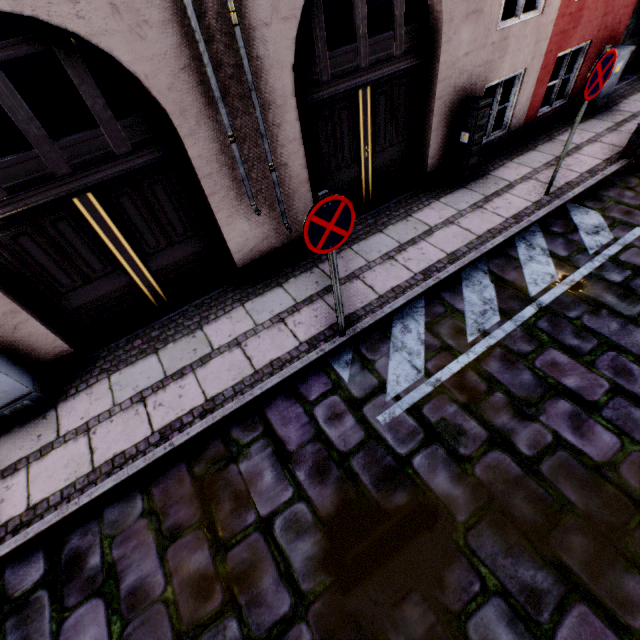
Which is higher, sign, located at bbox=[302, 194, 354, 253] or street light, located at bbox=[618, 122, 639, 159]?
sign, located at bbox=[302, 194, 354, 253]

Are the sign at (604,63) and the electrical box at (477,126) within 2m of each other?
yes

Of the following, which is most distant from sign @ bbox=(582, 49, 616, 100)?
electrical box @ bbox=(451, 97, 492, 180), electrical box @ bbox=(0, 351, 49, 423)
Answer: electrical box @ bbox=(0, 351, 49, 423)

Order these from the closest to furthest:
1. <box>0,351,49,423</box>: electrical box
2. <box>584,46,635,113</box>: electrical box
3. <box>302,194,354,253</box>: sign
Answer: <box>302,194,354,253</box>: sign, <box>0,351,49,423</box>: electrical box, <box>584,46,635,113</box>: electrical box

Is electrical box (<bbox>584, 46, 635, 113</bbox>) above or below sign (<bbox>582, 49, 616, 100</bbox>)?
below

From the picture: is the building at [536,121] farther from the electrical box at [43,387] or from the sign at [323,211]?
the sign at [323,211]

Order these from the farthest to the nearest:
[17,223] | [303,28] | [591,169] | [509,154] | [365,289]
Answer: [303,28]
[509,154]
[591,169]
[365,289]
[17,223]

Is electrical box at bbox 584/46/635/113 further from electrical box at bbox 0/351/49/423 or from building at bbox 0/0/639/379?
electrical box at bbox 0/351/49/423
